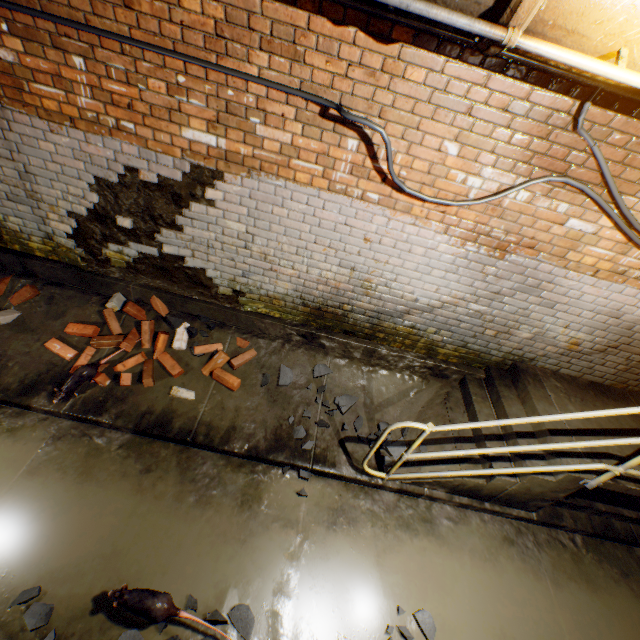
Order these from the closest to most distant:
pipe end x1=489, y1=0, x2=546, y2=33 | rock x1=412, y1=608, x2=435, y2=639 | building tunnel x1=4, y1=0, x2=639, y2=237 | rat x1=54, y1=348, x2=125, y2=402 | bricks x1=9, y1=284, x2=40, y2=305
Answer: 1. pipe end x1=489, y1=0, x2=546, y2=33
2. building tunnel x1=4, y1=0, x2=639, y2=237
3. rock x1=412, y1=608, x2=435, y2=639
4. rat x1=54, y1=348, x2=125, y2=402
5. bricks x1=9, y1=284, x2=40, y2=305

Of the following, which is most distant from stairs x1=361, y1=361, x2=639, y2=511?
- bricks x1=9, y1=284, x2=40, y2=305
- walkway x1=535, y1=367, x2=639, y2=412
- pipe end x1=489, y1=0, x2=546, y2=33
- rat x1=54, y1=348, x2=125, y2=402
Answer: bricks x1=9, y1=284, x2=40, y2=305

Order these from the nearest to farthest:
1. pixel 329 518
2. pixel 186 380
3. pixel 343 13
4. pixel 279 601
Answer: pixel 343 13 < pixel 279 601 < pixel 329 518 < pixel 186 380

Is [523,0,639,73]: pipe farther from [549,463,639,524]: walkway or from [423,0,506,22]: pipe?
[549,463,639,524]: walkway

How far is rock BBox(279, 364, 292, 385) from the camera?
3.77m

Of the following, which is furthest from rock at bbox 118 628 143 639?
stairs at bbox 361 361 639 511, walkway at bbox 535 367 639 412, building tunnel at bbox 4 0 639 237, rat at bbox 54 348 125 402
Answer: walkway at bbox 535 367 639 412

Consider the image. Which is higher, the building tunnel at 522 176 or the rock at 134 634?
the building tunnel at 522 176

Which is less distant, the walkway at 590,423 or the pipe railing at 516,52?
the pipe railing at 516,52
